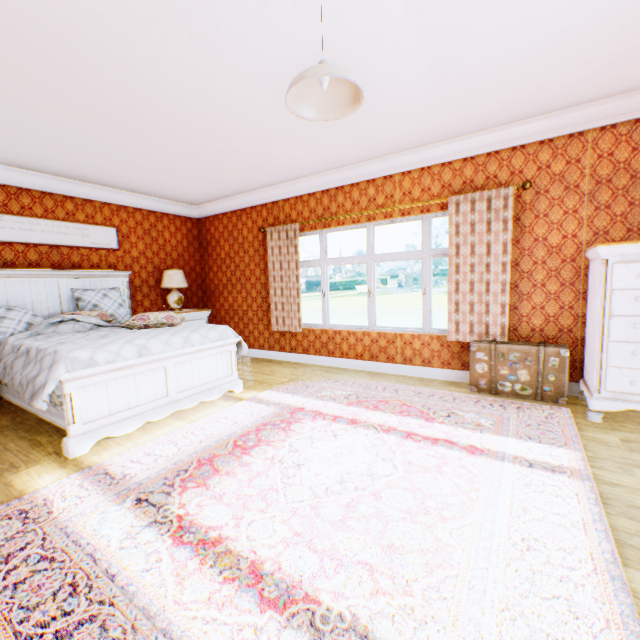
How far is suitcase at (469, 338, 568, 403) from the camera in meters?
3.5

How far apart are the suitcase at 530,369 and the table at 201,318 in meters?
4.8

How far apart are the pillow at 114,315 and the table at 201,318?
0.4m

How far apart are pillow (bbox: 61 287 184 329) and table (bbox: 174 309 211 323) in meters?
0.4 m

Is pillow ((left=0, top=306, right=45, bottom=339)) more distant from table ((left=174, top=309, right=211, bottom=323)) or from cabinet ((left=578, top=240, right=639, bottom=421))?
cabinet ((left=578, top=240, right=639, bottom=421))

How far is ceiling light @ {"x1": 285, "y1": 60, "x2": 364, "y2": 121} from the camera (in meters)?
1.78

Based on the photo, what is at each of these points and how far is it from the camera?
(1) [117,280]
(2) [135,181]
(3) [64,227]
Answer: (1) bed, 5.55m
(2) building, 5.21m
(3) picture frame, 5.00m

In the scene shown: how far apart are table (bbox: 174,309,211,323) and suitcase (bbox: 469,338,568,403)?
4.79m
